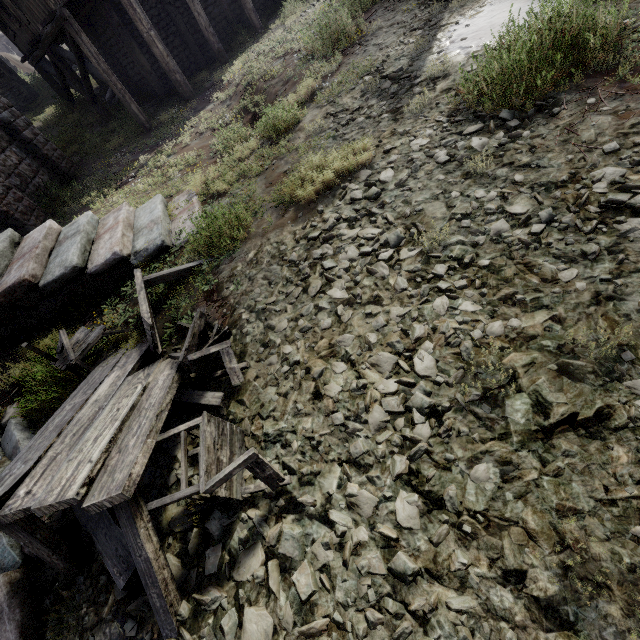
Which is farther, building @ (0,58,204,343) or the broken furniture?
building @ (0,58,204,343)

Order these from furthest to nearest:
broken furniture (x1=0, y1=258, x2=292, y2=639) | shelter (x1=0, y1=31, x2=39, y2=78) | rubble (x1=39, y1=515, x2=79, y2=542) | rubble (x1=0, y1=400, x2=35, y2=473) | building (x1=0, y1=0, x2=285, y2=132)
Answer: shelter (x1=0, y1=31, x2=39, y2=78) → building (x1=0, y1=0, x2=285, y2=132) → rubble (x1=0, y1=400, x2=35, y2=473) → rubble (x1=39, y1=515, x2=79, y2=542) → broken furniture (x1=0, y1=258, x2=292, y2=639)

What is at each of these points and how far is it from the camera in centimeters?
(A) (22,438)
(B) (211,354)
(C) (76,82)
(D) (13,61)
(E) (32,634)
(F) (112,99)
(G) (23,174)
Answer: (A) rubble, 447cm
(B) broken furniture, 370cm
(C) building, 1473cm
(D) shelter, 3219cm
(E) rubble, 287cm
(F) rubble, 1698cm
(G) building, 1071cm

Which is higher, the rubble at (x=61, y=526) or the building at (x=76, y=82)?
the building at (x=76, y=82)

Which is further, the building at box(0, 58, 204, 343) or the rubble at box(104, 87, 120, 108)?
the rubble at box(104, 87, 120, 108)

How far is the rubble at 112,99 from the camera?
16.3 meters

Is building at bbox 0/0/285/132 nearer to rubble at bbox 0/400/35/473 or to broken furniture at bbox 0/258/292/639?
rubble at bbox 0/400/35/473

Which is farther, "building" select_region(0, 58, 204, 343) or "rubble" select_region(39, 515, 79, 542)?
"building" select_region(0, 58, 204, 343)
